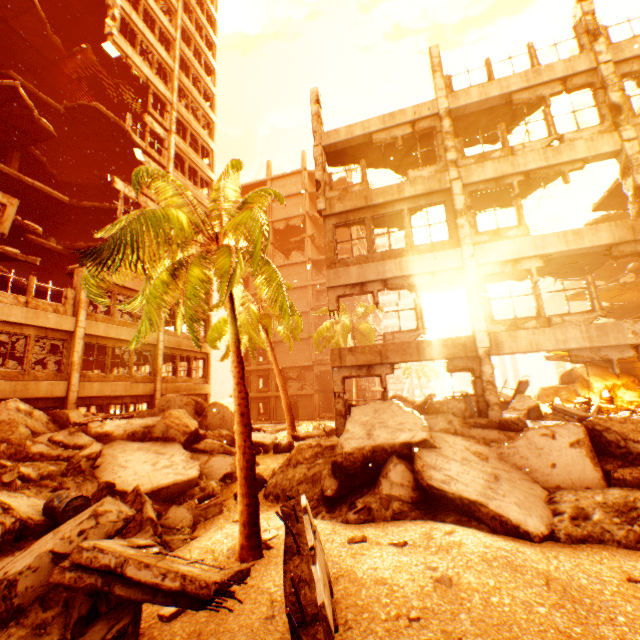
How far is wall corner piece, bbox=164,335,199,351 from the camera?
20.5 meters

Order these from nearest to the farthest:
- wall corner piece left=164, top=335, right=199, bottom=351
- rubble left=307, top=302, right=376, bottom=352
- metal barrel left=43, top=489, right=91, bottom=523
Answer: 1. metal barrel left=43, top=489, right=91, bottom=523
2. wall corner piece left=164, top=335, right=199, bottom=351
3. rubble left=307, top=302, right=376, bottom=352

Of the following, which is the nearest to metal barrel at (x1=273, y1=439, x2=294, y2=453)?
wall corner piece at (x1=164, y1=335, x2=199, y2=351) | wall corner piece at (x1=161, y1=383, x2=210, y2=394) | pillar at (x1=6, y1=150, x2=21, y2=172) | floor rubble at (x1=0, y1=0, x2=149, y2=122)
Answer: wall corner piece at (x1=161, y1=383, x2=210, y2=394)

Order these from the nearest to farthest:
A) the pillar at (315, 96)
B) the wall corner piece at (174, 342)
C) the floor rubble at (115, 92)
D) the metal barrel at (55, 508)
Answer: the metal barrel at (55, 508) < the pillar at (315, 96) < the floor rubble at (115, 92) < the wall corner piece at (174, 342)

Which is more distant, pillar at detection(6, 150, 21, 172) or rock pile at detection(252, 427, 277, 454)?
pillar at detection(6, 150, 21, 172)

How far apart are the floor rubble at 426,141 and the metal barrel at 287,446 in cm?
1225

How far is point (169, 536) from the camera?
7.2m

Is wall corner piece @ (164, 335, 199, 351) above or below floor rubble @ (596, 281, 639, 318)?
below
